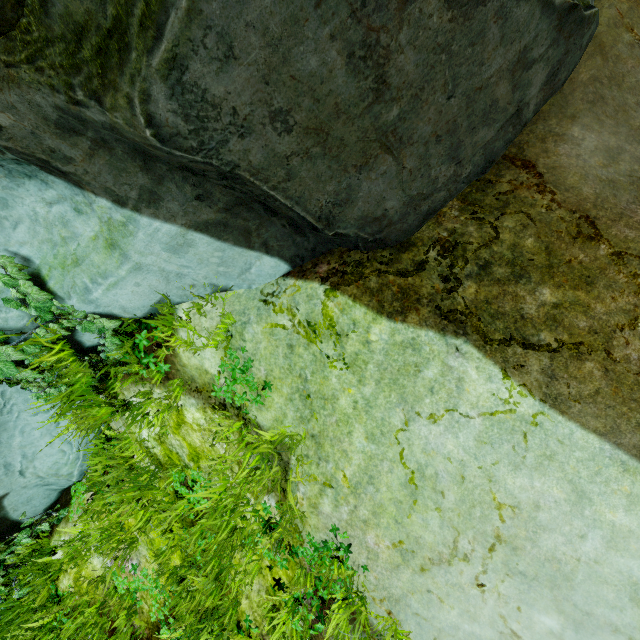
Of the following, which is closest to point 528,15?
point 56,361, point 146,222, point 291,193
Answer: point 291,193

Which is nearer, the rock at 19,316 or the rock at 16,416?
the rock at 19,316

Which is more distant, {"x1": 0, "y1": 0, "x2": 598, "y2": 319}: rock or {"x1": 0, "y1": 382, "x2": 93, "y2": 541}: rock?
{"x1": 0, "y1": 382, "x2": 93, "y2": 541}: rock

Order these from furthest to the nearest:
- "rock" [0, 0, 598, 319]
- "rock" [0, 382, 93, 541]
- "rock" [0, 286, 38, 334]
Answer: "rock" [0, 382, 93, 541] < "rock" [0, 286, 38, 334] < "rock" [0, 0, 598, 319]

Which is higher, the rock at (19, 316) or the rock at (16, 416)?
the rock at (19, 316)

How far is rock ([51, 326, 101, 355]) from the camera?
3.04m

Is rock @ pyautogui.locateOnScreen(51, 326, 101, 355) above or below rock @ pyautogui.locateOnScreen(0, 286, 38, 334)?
below
